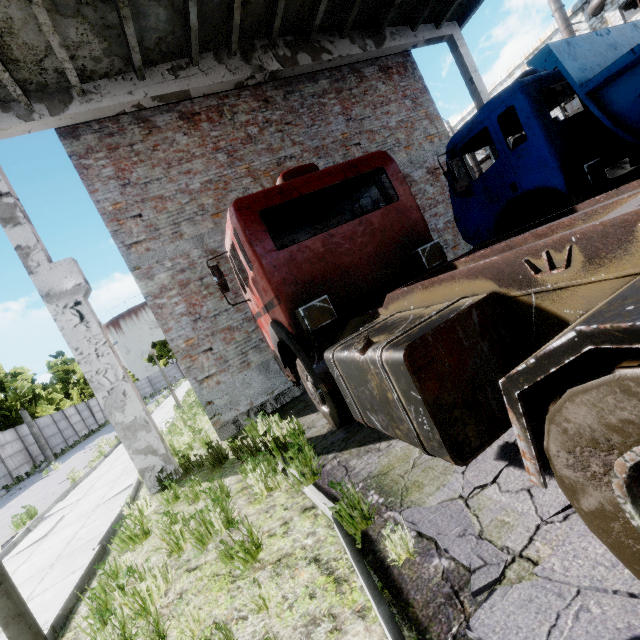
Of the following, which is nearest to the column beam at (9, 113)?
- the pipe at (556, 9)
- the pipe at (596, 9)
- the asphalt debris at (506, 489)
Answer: the asphalt debris at (506, 489)

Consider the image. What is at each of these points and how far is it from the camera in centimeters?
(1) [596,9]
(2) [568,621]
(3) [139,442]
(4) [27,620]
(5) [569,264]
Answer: (1) pipe, 1905cm
(2) asphalt debris, 150cm
(3) column beam, 632cm
(4) lamp post, 253cm
(5) truck, 167cm

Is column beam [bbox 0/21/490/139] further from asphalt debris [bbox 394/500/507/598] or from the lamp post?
asphalt debris [bbox 394/500/507/598]

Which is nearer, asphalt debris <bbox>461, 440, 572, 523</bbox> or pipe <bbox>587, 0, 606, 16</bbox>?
asphalt debris <bbox>461, 440, 572, 523</bbox>

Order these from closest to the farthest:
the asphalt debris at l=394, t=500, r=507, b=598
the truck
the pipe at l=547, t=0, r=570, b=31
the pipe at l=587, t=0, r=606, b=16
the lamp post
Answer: the truck → the asphalt debris at l=394, t=500, r=507, b=598 → the lamp post → the pipe at l=587, t=0, r=606, b=16 → the pipe at l=547, t=0, r=570, b=31

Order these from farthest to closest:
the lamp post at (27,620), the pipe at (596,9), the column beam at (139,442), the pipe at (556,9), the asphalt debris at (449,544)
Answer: the pipe at (556,9) → the pipe at (596,9) → the column beam at (139,442) → the lamp post at (27,620) → the asphalt debris at (449,544)

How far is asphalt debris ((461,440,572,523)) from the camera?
2.12m
